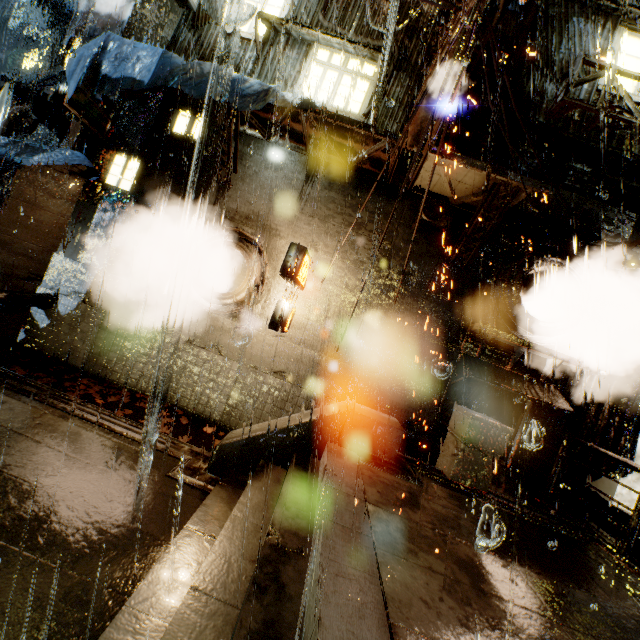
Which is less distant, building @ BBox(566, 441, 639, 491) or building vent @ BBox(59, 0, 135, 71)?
building @ BBox(566, 441, 639, 491)

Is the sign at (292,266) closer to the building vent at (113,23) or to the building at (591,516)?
the building at (591,516)

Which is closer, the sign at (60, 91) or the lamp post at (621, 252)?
the sign at (60, 91)

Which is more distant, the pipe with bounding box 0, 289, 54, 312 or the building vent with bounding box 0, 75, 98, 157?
the building vent with bounding box 0, 75, 98, 157

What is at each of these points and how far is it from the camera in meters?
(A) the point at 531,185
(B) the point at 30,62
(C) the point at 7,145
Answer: (A) building, 7.5
(B) building, 49.9
(C) cloth, 8.8

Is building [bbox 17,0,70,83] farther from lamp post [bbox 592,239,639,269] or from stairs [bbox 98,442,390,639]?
stairs [bbox 98,442,390,639]

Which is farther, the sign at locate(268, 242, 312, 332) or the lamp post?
the lamp post
